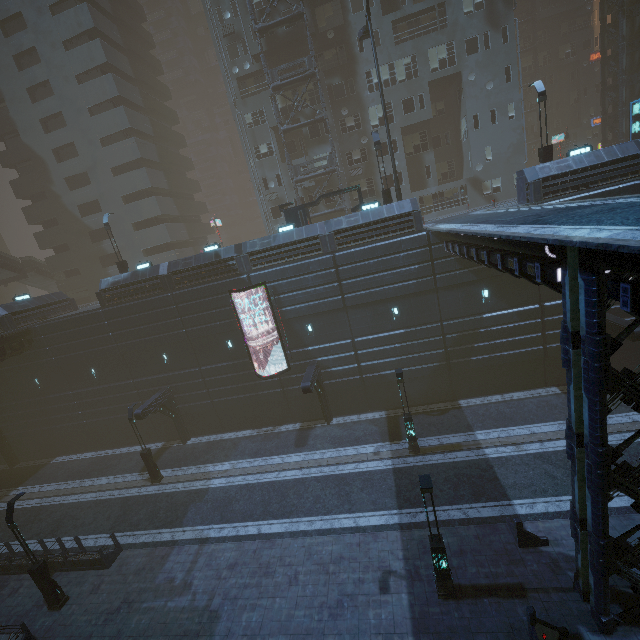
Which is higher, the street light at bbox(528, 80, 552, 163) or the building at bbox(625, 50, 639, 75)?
the building at bbox(625, 50, 639, 75)

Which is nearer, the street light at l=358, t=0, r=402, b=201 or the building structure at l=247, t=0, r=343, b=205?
the street light at l=358, t=0, r=402, b=201

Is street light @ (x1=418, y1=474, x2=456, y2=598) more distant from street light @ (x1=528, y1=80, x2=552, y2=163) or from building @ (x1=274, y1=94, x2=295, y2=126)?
street light @ (x1=528, y1=80, x2=552, y2=163)

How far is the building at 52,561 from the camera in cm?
1622

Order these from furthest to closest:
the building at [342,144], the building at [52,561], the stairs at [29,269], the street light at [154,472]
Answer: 1. the stairs at [29,269]
2. the building at [342,144]
3. the street light at [154,472]
4. the building at [52,561]

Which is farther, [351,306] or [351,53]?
[351,53]

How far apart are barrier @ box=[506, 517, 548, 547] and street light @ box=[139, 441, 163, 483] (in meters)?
20.75

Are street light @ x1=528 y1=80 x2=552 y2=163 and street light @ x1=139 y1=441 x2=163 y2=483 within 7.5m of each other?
no
